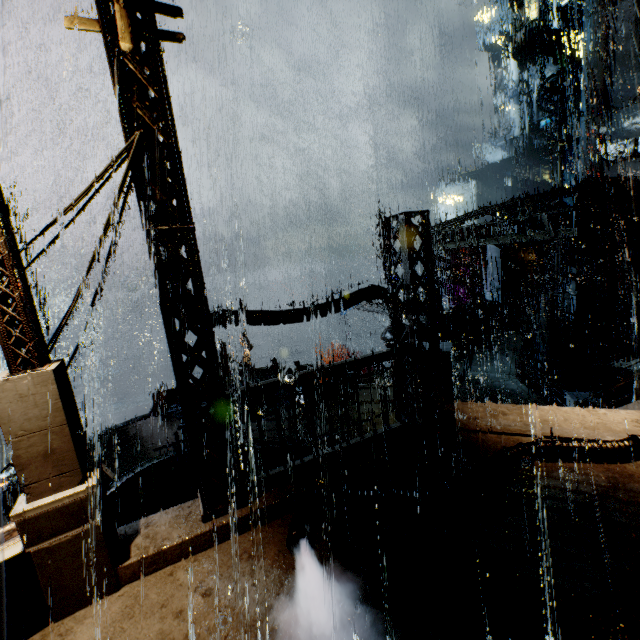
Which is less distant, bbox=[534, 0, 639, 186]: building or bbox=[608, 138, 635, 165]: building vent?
bbox=[534, 0, 639, 186]: building

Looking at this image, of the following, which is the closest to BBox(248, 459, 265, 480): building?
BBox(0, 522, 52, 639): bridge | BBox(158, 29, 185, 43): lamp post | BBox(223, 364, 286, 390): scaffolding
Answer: BBox(0, 522, 52, 639): bridge

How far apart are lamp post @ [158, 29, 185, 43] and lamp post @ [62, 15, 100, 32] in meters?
0.7 m

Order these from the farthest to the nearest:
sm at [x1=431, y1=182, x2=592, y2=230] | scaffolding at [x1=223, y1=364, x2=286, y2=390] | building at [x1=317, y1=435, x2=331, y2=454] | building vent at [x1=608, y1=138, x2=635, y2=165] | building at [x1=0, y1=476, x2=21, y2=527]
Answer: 1. building vent at [x1=608, y1=138, x2=635, y2=165]
2. sm at [x1=431, y1=182, x2=592, y2=230]
3. building at [x1=0, y1=476, x2=21, y2=527]
4. scaffolding at [x1=223, y1=364, x2=286, y2=390]
5. building at [x1=317, y1=435, x2=331, y2=454]

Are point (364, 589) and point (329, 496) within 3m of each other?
yes

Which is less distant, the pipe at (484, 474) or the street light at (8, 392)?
the street light at (8, 392)

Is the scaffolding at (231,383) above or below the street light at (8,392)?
below

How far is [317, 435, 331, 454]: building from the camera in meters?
6.8
